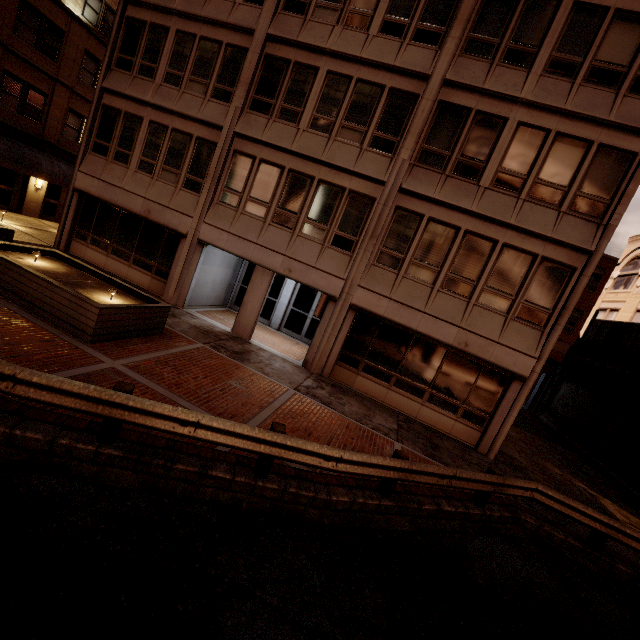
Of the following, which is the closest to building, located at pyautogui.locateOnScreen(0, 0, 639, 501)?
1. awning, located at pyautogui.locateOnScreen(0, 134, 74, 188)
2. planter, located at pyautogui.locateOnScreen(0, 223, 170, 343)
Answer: planter, located at pyautogui.locateOnScreen(0, 223, 170, 343)

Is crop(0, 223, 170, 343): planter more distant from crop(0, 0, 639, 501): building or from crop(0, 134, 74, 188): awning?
crop(0, 134, 74, 188): awning

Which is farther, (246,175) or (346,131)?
(246,175)

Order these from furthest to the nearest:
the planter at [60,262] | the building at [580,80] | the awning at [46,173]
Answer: the awning at [46,173]
the building at [580,80]
the planter at [60,262]

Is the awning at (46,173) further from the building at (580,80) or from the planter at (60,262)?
the planter at (60,262)

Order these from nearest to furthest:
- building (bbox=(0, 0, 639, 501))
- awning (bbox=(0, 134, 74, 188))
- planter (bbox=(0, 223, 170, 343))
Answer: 1. planter (bbox=(0, 223, 170, 343))
2. building (bbox=(0, 0, 639, 501))
3. awning (bbox=(0, 134, 74, 188))
